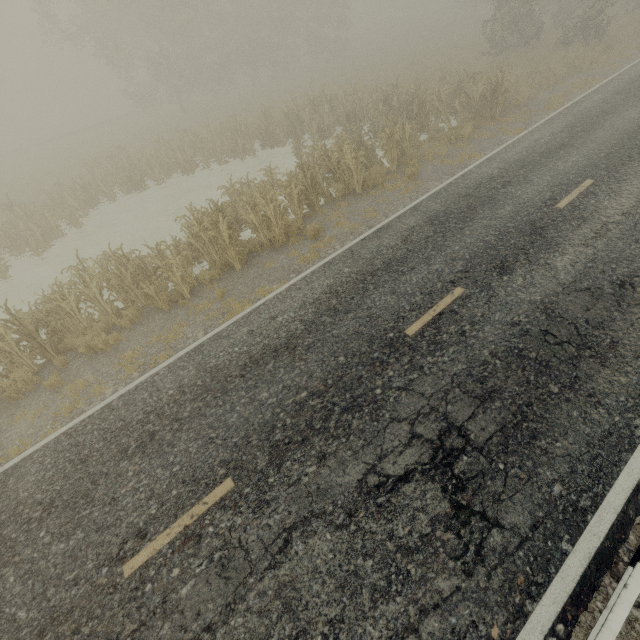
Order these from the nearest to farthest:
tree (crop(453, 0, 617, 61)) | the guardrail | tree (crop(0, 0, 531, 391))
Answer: the guardrail < tree (crop(0, 0, 531, 391)) < tree (crop(453, 0, 617, 61))

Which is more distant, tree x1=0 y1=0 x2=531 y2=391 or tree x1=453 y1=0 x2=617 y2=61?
tree x1=453 y1=0 x2=617 y2=61

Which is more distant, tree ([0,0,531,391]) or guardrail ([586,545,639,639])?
tree ([0,0,531,391])

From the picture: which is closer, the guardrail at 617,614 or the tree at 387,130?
the guardrail at 617,614

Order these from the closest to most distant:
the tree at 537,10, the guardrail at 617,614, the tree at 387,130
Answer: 1. the guardrail at 617,614
2. the tree at 387,130
3. the tree at 537,10

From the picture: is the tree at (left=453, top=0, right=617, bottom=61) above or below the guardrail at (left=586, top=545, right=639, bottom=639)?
above

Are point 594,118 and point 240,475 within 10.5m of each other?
no
